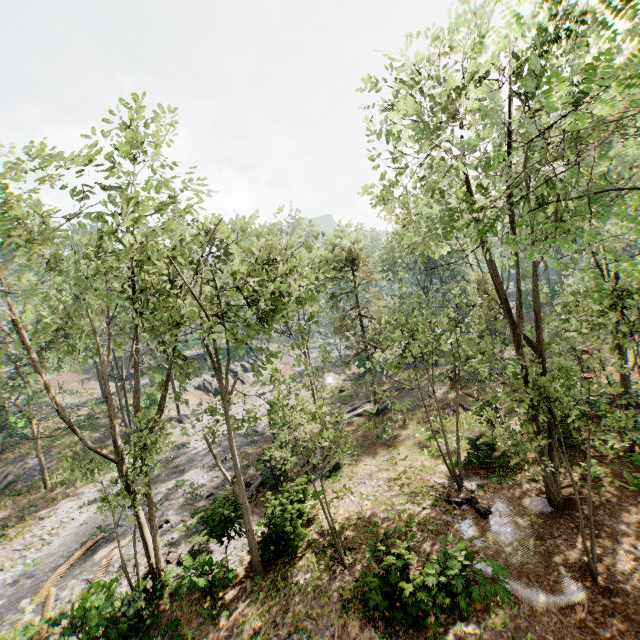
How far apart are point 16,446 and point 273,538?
32.55m

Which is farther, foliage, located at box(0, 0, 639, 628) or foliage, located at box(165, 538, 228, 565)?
foliage, located at box(165, 538, 228, 565)

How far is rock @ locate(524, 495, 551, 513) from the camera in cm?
1283

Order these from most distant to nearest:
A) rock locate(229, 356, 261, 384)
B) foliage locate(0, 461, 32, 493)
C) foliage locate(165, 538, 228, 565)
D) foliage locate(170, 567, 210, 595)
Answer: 1. rock locate(229, 356, 261, 384)
2. foliage locate(0, 461, 32, 493)
3. foliage locate(165, 538, 228, 565)
4. foliage locate(170, 567, 210, 595)

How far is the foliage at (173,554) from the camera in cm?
1465

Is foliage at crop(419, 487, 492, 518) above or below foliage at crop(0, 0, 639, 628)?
below

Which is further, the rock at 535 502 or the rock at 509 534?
the rock at 535 502
